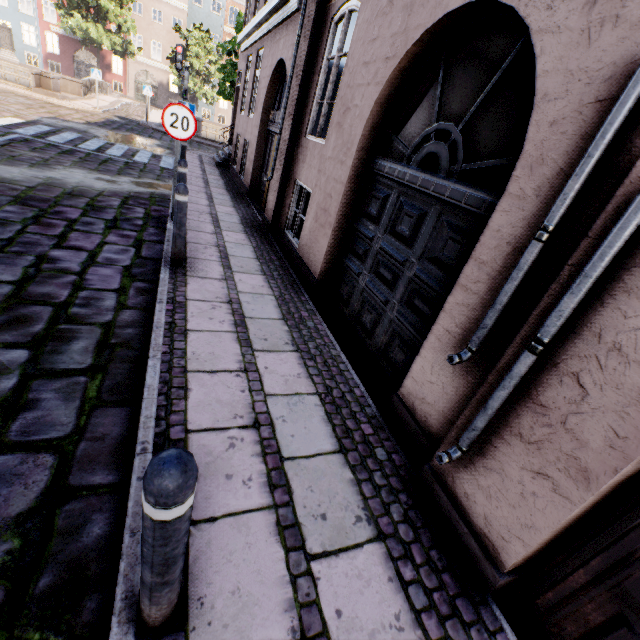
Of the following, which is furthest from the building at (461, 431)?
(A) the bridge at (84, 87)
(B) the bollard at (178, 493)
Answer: (A) the bridge at (84, 87)

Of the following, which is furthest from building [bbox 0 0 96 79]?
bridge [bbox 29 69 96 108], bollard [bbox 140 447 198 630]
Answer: bridge [bbox 29 69 96 108]

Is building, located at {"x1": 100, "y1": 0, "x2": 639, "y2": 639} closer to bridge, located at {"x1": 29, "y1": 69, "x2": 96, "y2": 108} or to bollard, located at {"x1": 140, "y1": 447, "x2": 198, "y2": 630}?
bollard, located at {"x1": 140, "y1": 447, "x2": 198, "y2": 630}

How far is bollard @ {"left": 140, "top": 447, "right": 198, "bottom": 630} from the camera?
0.97m

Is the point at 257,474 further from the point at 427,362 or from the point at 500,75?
the point at 500,75

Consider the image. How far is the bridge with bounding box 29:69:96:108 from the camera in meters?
17.2

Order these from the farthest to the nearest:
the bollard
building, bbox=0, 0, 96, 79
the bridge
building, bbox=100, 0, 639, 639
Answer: building, bbox=0, 0, 96, 79 < the bridge < building, bbox=100, 0, 639, 639 < the bollard

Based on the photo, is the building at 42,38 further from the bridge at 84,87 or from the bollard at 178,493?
the bridge at 84,87
